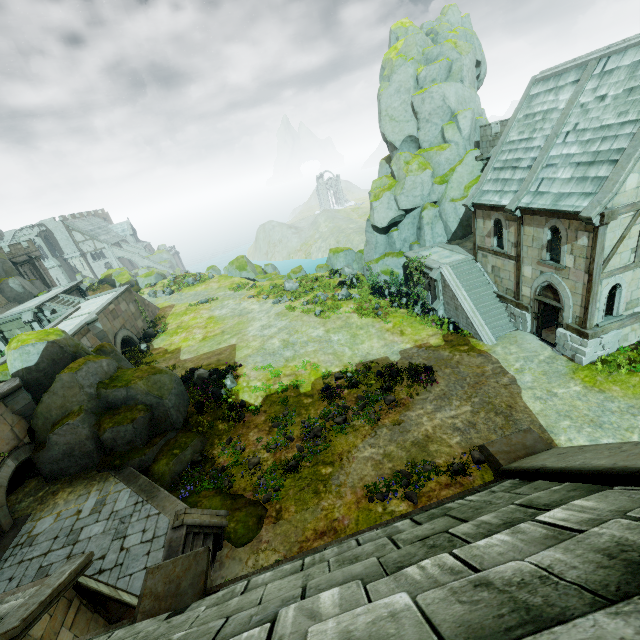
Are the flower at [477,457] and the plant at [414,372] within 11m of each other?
yes

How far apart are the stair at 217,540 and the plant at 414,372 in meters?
10.5 m

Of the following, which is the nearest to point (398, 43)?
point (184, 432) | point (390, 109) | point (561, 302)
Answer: point (390, 109)

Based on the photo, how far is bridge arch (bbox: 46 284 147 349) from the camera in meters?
28.2

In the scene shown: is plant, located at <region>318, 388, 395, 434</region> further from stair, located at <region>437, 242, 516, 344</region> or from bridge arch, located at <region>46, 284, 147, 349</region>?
bridge arch, located at <region>46, 284, 147, 349</region>

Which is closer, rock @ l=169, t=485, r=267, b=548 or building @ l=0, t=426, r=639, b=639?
building @ l=0, t=426, r=639, b=639

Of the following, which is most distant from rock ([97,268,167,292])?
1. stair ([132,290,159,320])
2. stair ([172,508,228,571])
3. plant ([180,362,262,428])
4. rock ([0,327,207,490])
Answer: stair ([172,508,228,571])

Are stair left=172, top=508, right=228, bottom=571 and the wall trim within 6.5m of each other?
yes
